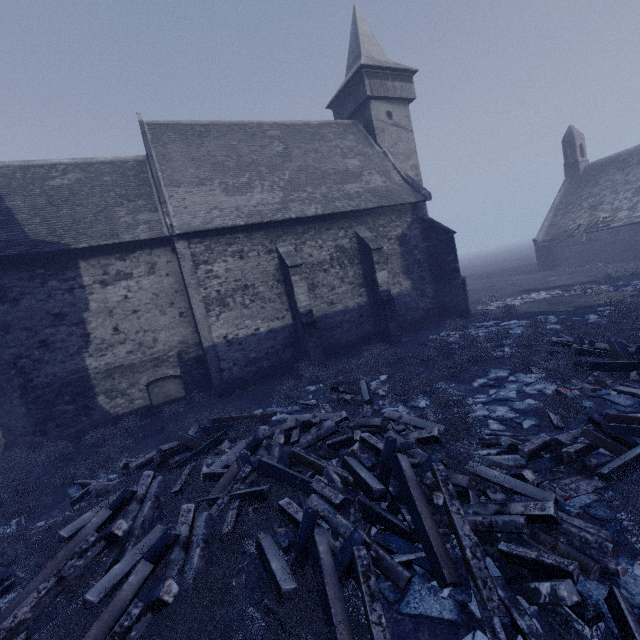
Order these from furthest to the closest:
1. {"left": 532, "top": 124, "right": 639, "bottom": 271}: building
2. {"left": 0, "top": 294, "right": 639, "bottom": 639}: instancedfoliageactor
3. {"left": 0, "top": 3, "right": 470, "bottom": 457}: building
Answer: {"left": 532, "top": 124, "right": 639, "bottom": 271}: building
{"left": 0, "top": 3, "right": 470, "bottom": 457}: building
{"left": 0, "top": 294, "right": 639, "bottom": 639}: instancedfoliageactor

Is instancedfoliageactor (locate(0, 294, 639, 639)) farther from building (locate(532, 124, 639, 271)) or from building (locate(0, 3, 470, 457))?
building (locate(532, 124, 639, 271))

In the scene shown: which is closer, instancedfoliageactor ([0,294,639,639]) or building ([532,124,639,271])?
instancedfoliageactor ([0,294,639,639])

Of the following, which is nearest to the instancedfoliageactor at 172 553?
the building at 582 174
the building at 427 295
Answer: the building at 427 295

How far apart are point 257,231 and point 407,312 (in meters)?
9.05

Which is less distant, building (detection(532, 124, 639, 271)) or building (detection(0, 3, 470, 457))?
building (detection(0, 3, 470, 457))

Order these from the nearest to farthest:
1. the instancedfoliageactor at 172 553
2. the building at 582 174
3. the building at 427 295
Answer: the instancedfoliageactor at 172 553 < the building at 427 295 < the building at 582 174

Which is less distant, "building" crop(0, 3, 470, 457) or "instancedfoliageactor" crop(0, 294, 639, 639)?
"instancedfoliageactor" crop(0, 294, 639, 639)
